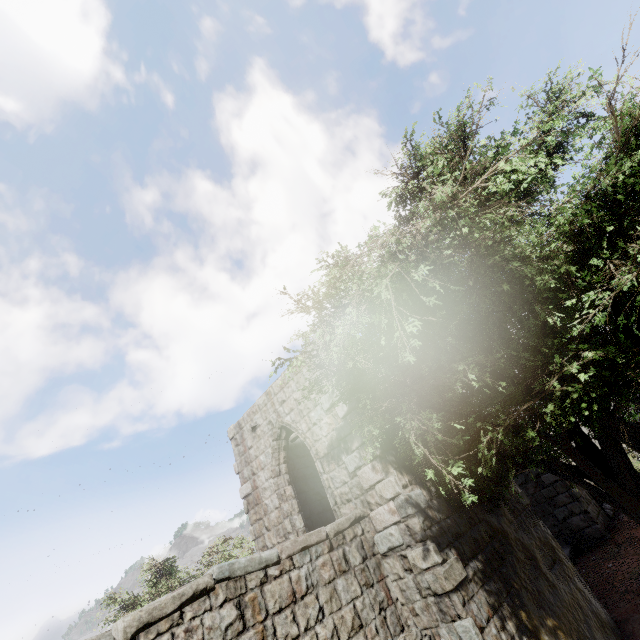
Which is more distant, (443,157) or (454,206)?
(443,157)
